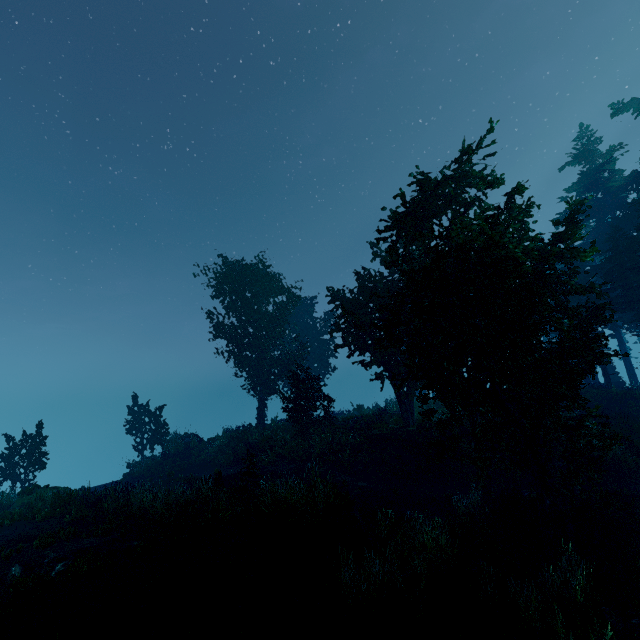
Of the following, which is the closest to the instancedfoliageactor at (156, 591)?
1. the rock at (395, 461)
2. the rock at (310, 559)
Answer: the rock at (310, 559)

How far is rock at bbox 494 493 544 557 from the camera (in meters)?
9.08

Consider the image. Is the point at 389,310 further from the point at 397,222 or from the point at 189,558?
the point at 189,558

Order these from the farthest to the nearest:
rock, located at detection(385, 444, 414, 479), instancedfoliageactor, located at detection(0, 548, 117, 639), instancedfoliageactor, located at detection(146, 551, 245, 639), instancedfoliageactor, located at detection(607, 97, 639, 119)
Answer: instancedfoliageactor, located at detection(607, 97, 639, 119) → rock, located at detection(385, 444, 414, 479) → instancedfoliageactor, located at detection(0, 548, 117, 639) → instancedfoliageactor, located at detection(146, 551, 245, 639)

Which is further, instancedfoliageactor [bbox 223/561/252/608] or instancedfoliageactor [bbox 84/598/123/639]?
instancedfoliageactor [bbox 223/561/252/608]

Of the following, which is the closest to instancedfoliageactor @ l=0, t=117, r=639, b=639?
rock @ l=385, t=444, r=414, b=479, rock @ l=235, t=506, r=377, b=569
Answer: rock @ l=235, t=506, r=377, b=569

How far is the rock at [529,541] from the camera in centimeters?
908cm

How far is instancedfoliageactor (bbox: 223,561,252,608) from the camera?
6.64m
